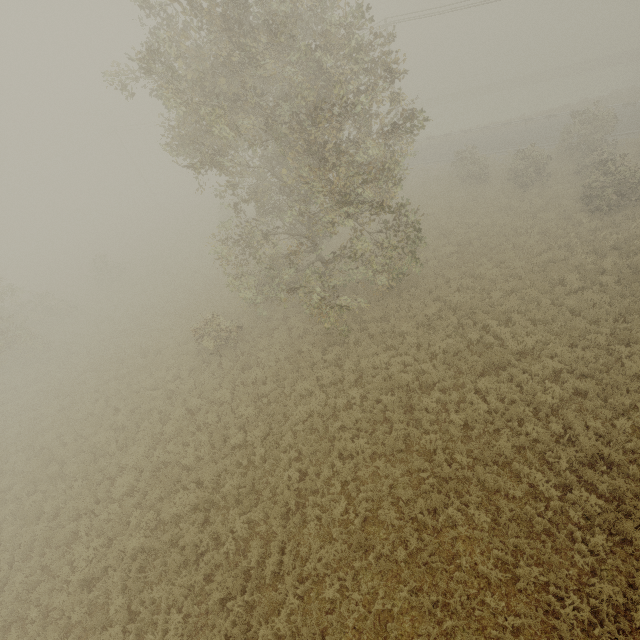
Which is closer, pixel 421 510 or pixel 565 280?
pixel 421 510
